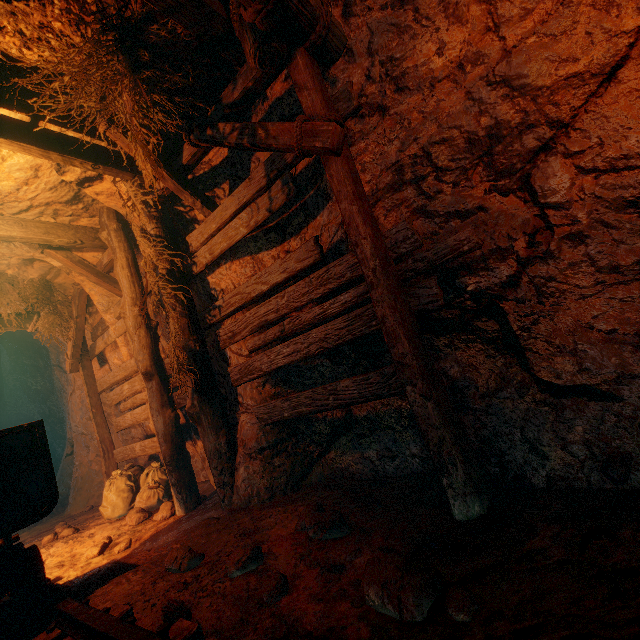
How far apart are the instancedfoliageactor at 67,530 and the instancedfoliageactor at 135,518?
1.3m

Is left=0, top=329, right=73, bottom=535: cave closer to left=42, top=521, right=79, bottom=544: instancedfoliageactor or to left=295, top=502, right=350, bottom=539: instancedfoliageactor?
left=42, top=521, right=79, bottom=544: instancedfoliageactor

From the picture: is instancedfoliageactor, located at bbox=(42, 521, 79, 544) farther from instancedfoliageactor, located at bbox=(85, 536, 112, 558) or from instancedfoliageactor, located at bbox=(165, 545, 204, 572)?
instancedfoliageactor, located at bbox=(165, 545, 204, 572)

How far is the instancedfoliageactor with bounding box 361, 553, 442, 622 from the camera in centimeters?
151cm

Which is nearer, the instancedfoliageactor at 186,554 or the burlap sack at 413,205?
the burlap sack at 413,205

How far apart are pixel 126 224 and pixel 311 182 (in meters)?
3.39

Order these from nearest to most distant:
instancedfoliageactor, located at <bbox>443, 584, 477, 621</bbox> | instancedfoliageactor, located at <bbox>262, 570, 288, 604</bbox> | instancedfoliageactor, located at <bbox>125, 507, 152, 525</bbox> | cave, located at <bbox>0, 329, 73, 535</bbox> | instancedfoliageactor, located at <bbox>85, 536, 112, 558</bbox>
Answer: instancedfoliageactor, located at <bbox>443, 584, 477, 621</bbox> → instancedfoliageactor, located at <bbox>262, 570, 288, 604</bbox> → instancedfoliageactor, located at <bbox>85, 536, 112, 558</bbox> → instancedfoliageactor, located at <bbox>125, 507, 152, 525</bbox> → cave, located at <bbox>0, 329, 73, 535</bbox>

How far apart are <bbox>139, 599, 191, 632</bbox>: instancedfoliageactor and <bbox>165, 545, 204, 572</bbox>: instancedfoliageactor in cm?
52
